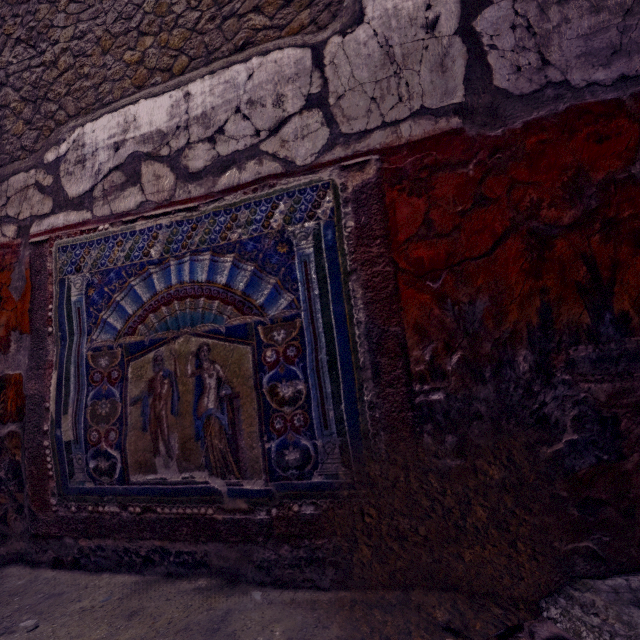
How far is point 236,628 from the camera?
1.2m
